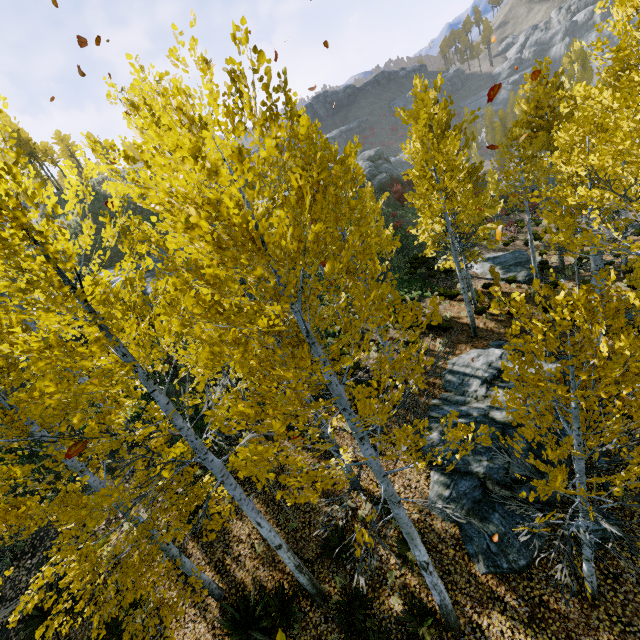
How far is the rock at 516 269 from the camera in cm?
1841

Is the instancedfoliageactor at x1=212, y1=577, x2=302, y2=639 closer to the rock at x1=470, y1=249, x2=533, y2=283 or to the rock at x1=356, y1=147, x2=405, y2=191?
the rock at x1=470, y1=249, x2=533, y2=283

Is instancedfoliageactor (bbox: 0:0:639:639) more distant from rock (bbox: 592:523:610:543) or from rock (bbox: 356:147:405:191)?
rock (bbox: 356:147:405:191)

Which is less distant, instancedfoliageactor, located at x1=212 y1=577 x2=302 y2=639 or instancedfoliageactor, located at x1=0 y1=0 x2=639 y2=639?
instancedfoliageactor, located at x1=0 y1=0 x2=639 y2=639

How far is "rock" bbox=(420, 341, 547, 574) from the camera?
7.39m

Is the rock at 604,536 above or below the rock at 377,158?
below

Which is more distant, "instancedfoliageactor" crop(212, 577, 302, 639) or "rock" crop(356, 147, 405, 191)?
"rock" crop(356, 147, 405, 191)

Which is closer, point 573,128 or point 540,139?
point 573,128
